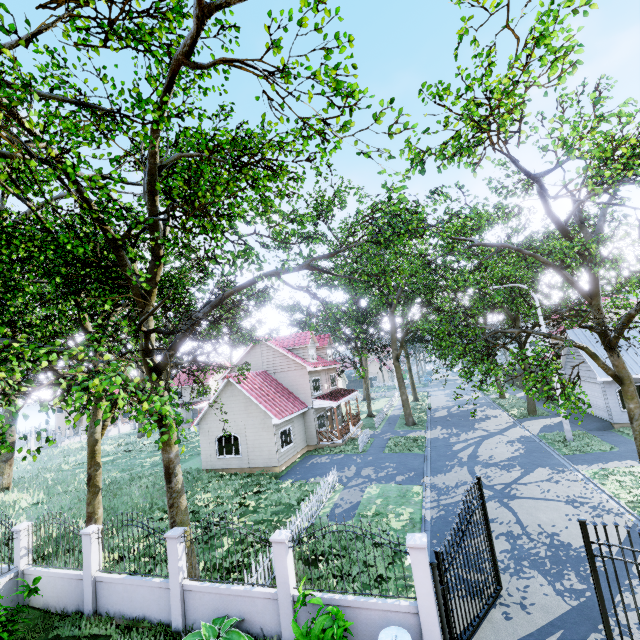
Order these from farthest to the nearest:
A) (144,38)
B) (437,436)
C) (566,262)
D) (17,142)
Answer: (437,436) → (566,262) → (144,38) → (17,142)

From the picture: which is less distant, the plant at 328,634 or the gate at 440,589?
the plant at 328,634

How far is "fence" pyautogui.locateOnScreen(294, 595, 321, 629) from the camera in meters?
7.5 m

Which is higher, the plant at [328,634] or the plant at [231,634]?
the plant at [328,634]

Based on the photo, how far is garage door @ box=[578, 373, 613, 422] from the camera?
20.6m

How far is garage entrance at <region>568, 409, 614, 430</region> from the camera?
20.45m

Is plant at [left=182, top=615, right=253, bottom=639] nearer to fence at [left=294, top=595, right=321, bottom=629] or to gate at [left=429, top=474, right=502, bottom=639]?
fence at [left=294, top=595, right=321, bottom=629]

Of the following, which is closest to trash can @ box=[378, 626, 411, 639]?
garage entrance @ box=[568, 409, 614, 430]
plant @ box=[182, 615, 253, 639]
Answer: plant @ box=[182, 615, 253, 639]
